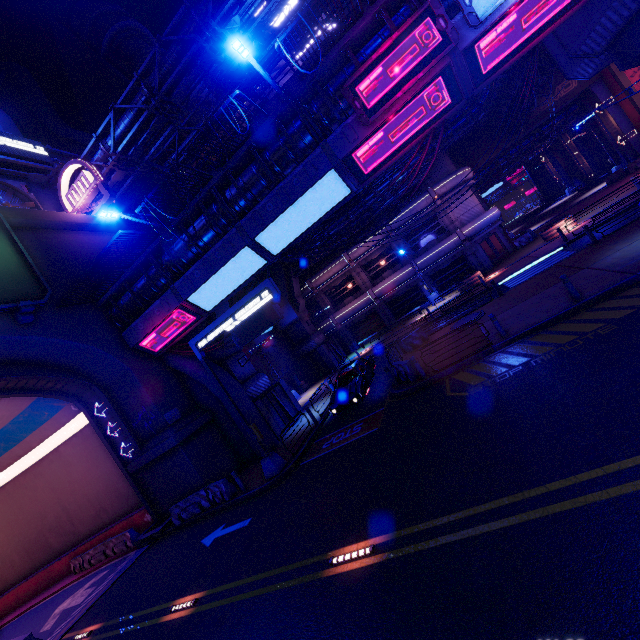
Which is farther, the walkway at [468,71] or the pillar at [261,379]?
the pillar at [261,379]

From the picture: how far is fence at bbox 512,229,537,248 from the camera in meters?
30.2 m

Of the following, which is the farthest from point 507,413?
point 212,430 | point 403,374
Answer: point 212,430

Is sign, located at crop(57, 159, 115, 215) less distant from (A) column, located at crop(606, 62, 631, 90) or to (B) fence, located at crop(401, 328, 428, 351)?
(B) fence, located at crop(401, 328, 428, 351)

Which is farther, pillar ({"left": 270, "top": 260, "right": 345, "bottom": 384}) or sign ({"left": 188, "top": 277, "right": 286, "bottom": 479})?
pillar ({"left": 270, "top": 260, "right": 345, "bottom": 384})

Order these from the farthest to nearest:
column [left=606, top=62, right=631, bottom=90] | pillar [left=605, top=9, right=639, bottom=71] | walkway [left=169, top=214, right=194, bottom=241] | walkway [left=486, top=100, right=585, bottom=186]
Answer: walkway [left=486, top=100, right=585, bottom=186] < column [left=606, top=62, right=631, bottom=90] < walkway [left=169, top=214, right=194, bottom=241] < pillar [left=605, top=9, right=639, bottom=71]

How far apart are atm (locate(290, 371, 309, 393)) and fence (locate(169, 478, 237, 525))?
14.6m

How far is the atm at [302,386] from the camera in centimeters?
3050cm
